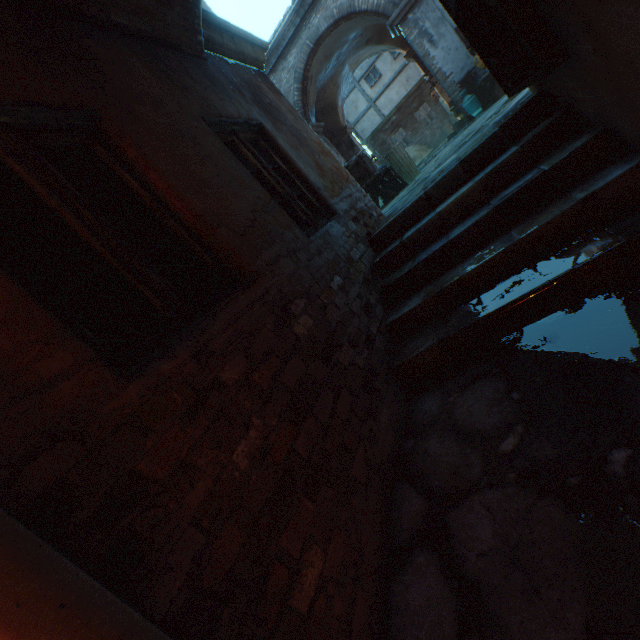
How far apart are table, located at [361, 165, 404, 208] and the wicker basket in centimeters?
17cm

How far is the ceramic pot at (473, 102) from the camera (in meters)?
9.77

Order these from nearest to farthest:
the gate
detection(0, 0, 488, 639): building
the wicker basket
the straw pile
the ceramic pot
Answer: detection(0, 0, 488, 639): building < the gate < the wicker basket < the ceramic pot < the straw pile

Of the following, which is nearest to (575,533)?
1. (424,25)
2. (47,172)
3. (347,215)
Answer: (47,172)

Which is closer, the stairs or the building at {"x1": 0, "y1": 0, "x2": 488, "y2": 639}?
the building at {"x1": 0, "y1": 0, "x2": 488, "y2": 639}

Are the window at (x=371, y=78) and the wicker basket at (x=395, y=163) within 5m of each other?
no

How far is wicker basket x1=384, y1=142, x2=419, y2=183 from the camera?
8.04m

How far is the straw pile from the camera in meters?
20.0
